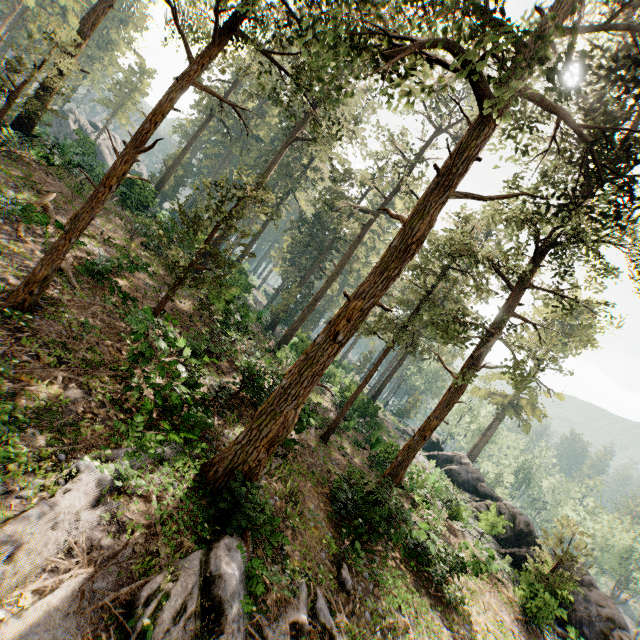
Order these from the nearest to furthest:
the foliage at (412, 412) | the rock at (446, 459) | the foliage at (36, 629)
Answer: the foliage at (36, 629)
the rock at (446, 459)
the foliage at (412, 412)

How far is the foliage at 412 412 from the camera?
58.0 meters

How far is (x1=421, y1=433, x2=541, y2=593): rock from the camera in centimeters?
2261cm

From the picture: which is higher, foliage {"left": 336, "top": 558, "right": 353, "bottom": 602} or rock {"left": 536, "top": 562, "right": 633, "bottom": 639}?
rock {"left": 536, "top": 562, "right": 633, "bottom": 639}

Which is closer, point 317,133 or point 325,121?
point 325,121

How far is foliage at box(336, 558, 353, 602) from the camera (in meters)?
10.47
